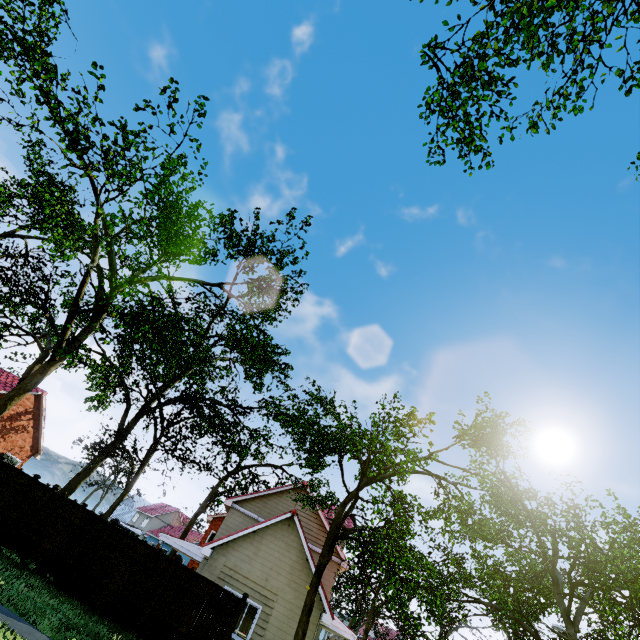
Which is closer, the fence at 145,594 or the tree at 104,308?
the tree at 104,308

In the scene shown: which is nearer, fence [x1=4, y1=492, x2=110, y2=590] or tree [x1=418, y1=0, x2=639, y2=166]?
tree [x1=418, y1=0, x2=639, y2=166]

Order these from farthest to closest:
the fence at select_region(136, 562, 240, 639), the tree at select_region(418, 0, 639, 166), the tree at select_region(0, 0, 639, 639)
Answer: the fence at select_region(136, 562, 240, 639) < the tree at select_region(418, 0, 639, 166) < the tree at select_region(0, 0, 639, 639)

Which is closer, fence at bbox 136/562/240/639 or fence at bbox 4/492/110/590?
fence at bbox 136/562/240/639

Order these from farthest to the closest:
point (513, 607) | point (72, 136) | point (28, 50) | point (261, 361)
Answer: point (261, 361) → point (513, 607) → point (28, 50) → point (72, 136)

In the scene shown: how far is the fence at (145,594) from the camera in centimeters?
1145cm

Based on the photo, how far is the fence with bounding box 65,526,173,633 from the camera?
11.45m

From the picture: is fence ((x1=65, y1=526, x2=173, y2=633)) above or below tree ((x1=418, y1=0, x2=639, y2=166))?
below
